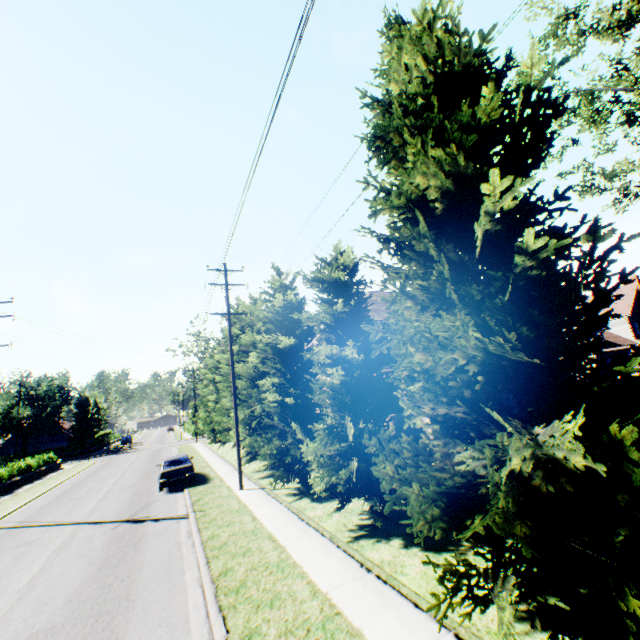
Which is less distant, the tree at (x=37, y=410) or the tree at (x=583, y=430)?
the tree at (x=583, y=430)

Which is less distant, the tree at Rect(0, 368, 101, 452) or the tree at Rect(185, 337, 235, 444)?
the tree at Rect(185, 337, 235, 444)

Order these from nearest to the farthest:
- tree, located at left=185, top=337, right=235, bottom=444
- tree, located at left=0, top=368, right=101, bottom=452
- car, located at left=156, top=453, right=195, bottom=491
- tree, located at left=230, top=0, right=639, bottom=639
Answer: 1. tree, located at left=230, top=0, right=639, bottom=639
2. car, located at left=156, top=453, right=195, bottom=491
3. tree, located at left=185, top=337, right=235, bottom=444
4. tree, located at left=0, top=368, right=101, bottom=452

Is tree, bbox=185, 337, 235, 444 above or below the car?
above

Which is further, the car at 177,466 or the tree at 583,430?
→ the car at 177,466

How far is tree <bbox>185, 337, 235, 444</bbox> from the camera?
24.05m

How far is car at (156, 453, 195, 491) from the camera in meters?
17.7 m

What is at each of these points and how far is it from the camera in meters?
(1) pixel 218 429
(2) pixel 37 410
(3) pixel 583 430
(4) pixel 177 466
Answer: (1) tree, 24.7
(2) tree, 48.1
(3) tree, 4.8
(4) car, 18.3
